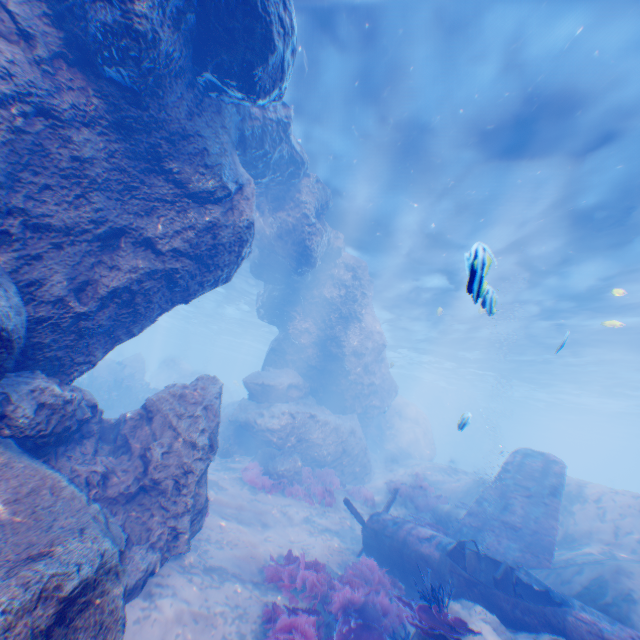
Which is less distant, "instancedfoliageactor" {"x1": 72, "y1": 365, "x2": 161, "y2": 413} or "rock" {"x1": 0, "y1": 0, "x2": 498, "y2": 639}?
"rock" {"x1": 0, "y1": 0, "x2": 498, "y2": 639}

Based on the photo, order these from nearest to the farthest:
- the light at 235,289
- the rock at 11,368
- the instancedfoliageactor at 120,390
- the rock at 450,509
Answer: the rock at 11,368, the rock at 450,509, the instancedfoliageactor at 120,390, the light at 235,289

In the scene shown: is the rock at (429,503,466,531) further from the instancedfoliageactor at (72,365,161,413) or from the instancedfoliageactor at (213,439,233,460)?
the instancedfoliageactor at (72,365,161,413)

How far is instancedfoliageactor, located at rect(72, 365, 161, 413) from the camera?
18.0 meters

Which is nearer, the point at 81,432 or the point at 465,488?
the point at 81,432

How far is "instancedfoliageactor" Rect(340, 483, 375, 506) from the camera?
15.4m

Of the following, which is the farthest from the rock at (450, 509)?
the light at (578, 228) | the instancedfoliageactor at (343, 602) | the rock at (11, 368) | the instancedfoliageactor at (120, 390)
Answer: the instancedfoliageactor at (120, 390)

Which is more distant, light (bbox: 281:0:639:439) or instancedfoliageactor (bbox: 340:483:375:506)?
instancedfoliageactor (bbox: 340:483:375:506)
